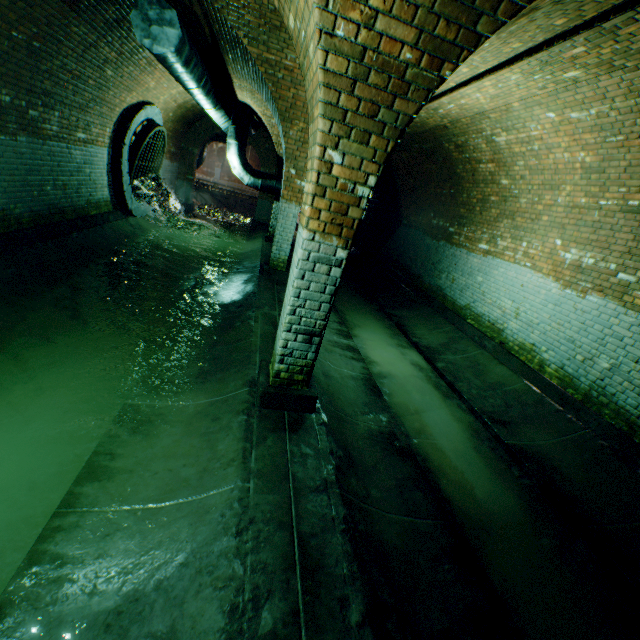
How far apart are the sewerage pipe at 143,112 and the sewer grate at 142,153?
0.01m

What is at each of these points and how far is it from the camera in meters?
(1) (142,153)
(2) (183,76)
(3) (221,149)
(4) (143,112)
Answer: (1) sewer grate, 9.6 m
(2) pipe, 5.5 m
(3) support arch, 27.6 m
(4) sewerage pipe, 9.1 m

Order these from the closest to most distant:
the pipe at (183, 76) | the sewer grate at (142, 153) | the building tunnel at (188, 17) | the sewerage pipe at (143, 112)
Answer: the pipe at (183, 76) → the building tunnel at (188, 17) → the sewerage pipe at (143, 112) → the sewer grate at (142, 153)

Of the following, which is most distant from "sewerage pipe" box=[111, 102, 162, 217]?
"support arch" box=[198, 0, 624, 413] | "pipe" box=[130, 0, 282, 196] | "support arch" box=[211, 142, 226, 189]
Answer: "support arch" box=[211, 142, 226, 189]

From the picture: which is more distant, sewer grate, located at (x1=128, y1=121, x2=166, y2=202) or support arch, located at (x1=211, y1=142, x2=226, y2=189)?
support arch, located at (x1=211, y1=142, x2=226, y2=189)

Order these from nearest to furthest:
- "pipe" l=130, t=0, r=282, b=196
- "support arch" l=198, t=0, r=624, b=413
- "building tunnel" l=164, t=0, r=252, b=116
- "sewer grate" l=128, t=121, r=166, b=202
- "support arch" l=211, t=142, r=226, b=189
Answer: "support arch" l=198, t=0, r=624, b=413, "pipe" l=130, t=0, r=282, b=196, "building tunnel" l=164, t=0, r=252, b=116, "sewer grate" l=128, t=121, r=166, b=202, "support arch" l=211, t=142, r=226, b=189

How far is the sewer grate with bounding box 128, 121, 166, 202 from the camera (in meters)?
9.18

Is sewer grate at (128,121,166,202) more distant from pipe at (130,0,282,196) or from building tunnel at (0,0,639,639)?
pipe at (130,0,282,196)
